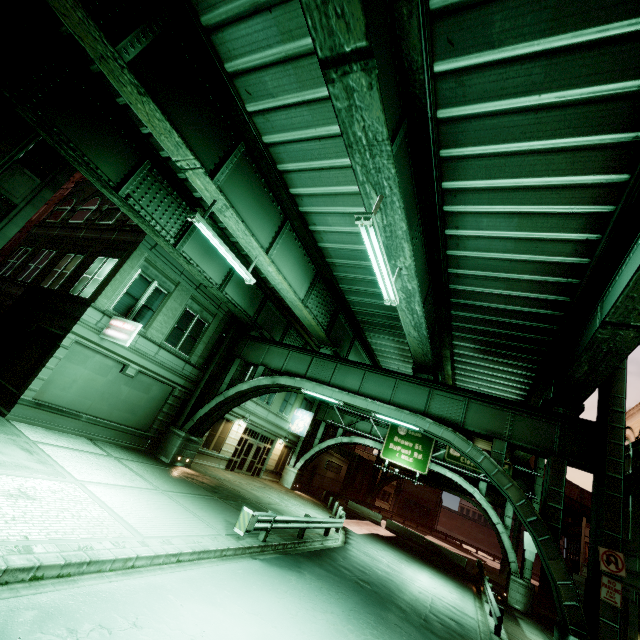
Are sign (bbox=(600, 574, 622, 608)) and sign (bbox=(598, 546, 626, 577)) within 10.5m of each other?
yes

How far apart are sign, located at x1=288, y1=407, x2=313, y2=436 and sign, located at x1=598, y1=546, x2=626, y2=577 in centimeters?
2236cm

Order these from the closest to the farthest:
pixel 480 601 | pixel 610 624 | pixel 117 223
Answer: pixel 610 624 < pixel 117 223 < pixel 480 601

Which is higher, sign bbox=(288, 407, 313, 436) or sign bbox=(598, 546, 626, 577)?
sign bbox=(288, 407, 313, 436)

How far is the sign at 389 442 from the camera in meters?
26.6

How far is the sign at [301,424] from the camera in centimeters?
3028cm

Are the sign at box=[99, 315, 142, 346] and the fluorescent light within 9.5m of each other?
no

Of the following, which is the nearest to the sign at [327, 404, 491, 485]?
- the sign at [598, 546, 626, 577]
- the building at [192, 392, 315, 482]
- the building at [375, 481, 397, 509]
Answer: the building at [192, 392, 315, 482]
